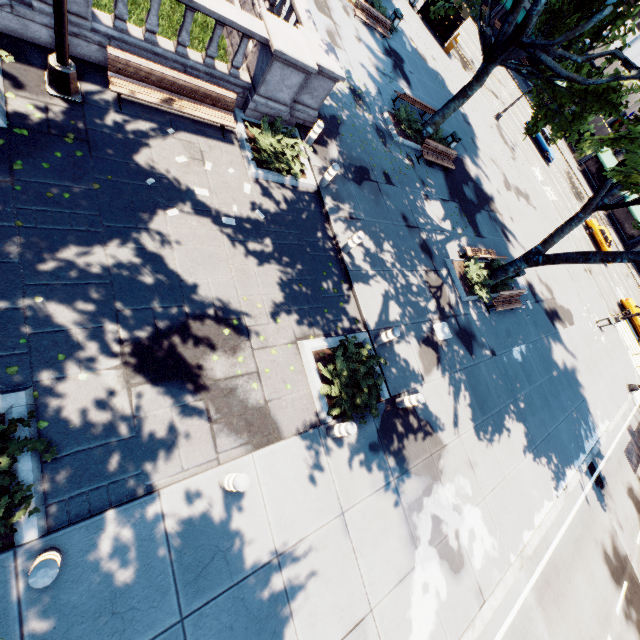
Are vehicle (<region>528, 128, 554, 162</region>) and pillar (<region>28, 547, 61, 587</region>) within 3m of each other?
no

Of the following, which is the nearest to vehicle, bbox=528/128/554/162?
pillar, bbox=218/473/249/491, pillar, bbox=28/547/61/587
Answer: pillar, bbox=218/473/249/491

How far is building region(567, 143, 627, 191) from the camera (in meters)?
46.25

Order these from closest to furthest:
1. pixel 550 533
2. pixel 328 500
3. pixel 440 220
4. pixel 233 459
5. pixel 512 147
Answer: pixel 233 459
pixel 328 500
pixel 550 533
pixel 440 220
pixel 512 147

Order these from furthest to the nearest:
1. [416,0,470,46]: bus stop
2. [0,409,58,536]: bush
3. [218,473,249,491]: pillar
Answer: [416,0,470,46]: bus stop < [218,473,249,491]: pillar < [0,409,58,536]: bush

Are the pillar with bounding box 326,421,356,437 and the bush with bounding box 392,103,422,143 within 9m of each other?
no

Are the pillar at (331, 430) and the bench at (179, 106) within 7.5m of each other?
no

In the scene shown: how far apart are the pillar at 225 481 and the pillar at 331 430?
2.4 meters
